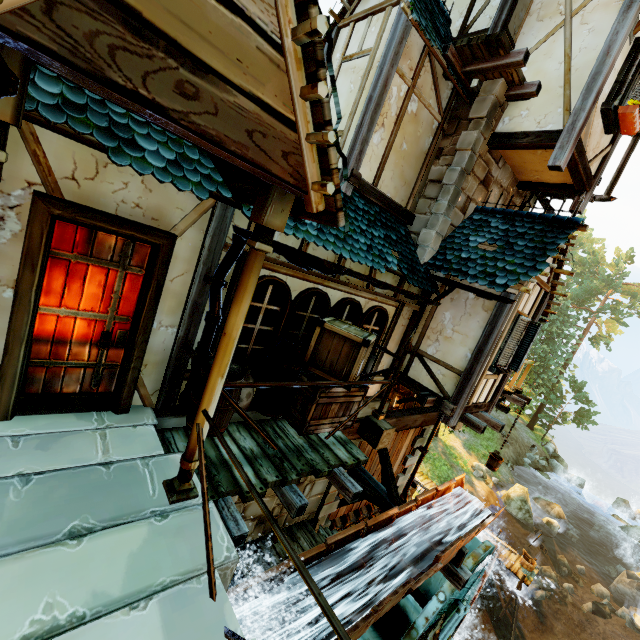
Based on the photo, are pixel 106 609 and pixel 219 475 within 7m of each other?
yes

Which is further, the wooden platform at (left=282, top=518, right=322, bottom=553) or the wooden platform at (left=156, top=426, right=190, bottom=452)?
the wooden platform at (left=282, top=518, right=322, bottom=553)

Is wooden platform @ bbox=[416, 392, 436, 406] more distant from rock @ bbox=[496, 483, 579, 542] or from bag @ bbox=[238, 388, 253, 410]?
rock @ bbox=[496, 483, 579, 542]

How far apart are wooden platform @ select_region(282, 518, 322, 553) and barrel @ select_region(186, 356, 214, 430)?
3.7 meters

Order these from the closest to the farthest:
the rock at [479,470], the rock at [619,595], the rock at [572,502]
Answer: the rock at [619,595], the rock at [479,470], the rock at [572,502]

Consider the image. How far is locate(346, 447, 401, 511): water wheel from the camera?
7.37m

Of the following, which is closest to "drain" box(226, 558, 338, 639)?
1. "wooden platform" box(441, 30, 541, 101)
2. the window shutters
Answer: the window shutters

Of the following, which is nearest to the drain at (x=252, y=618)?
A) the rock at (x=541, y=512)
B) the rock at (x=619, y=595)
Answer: the rock at (x=541, y=512)
